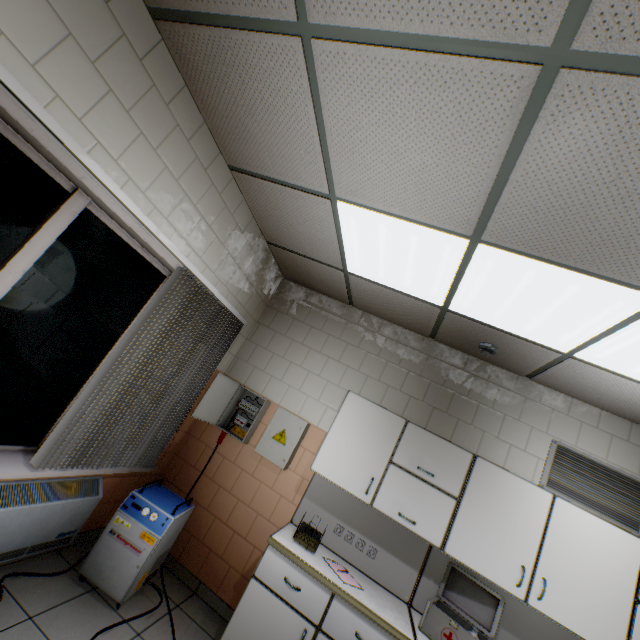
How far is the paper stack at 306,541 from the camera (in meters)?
2.68

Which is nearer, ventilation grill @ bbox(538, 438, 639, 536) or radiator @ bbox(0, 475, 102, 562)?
radiator @ bbox(0, 475, 102, 562)

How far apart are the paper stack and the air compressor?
1.0m

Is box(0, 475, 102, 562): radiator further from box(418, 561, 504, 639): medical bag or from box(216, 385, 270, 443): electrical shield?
box(418, 561, 504, 639): medical bag

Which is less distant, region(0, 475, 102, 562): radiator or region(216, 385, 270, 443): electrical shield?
region(0, 475, 102, 562): radiator

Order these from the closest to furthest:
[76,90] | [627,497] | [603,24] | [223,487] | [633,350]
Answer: [603,24], [76,90], [633,350], [627,497], [223,487]

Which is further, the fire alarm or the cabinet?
the fire alarm

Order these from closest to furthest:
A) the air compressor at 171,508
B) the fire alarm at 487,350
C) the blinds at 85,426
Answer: the blinds at 85,426 → the air compressor at 171,508 → the fire alarm at 487,350
